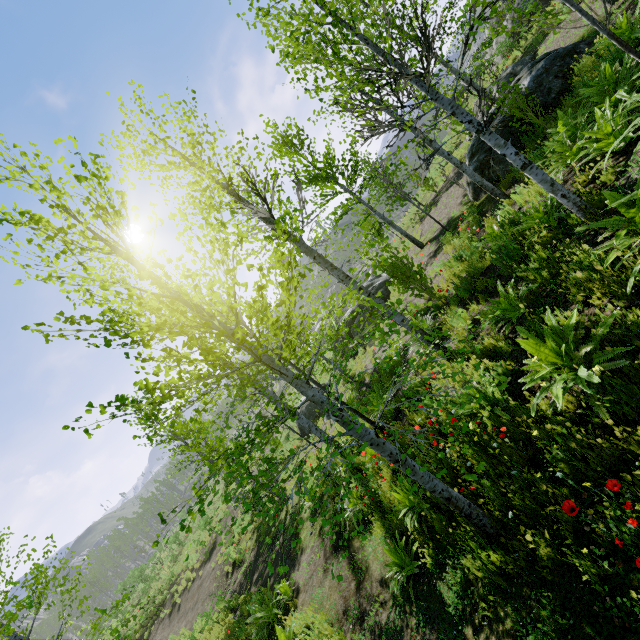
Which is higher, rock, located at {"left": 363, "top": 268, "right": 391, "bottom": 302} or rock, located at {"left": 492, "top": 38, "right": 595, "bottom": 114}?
rock, located at {"left": 492, "top": 38, "right": 595, "bottom": 114}

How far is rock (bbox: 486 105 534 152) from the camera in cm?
873

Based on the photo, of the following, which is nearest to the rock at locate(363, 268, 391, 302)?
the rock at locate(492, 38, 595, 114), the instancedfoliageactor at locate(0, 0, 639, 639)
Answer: the instancedfoliageactor at locate(0, 0, 639, 639)

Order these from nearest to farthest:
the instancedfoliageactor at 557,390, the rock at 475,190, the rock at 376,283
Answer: the instancedfoliageactor at 557,390, the rock at 475,190, the rock at 376,283

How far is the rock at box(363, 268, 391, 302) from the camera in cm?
1787

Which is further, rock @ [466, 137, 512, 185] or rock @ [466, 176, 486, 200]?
rock @ [466, 176, 486, 200]

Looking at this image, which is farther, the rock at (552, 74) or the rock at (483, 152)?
the rock at (483, 152)

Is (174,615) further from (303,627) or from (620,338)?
(620,338)
